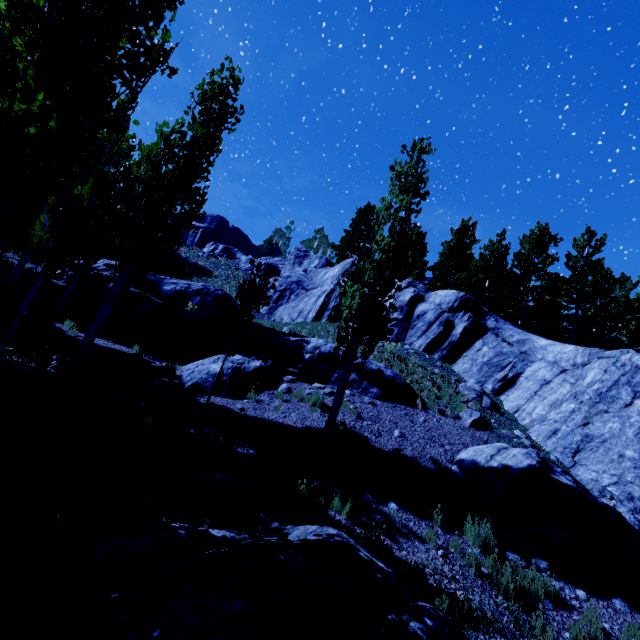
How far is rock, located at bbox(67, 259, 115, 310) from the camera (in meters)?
16.06

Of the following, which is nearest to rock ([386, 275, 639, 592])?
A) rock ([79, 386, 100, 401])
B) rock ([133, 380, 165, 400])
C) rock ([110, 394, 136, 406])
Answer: rock ([133, 380, 165, 400])

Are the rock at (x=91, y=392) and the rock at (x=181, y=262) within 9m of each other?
no

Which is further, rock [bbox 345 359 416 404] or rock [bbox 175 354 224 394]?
rock [bbox 345 359 416 404]

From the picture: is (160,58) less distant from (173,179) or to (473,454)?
(173,179)

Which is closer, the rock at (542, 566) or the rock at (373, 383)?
the rock at (542, 566)

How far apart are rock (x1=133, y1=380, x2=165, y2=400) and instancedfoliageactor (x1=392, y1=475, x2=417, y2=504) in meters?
6.6

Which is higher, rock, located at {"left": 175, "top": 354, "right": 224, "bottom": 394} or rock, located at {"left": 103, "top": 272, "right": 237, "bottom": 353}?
rock, located at {"left": 103, "top": 272, "right": 237, "bottom": 353}
